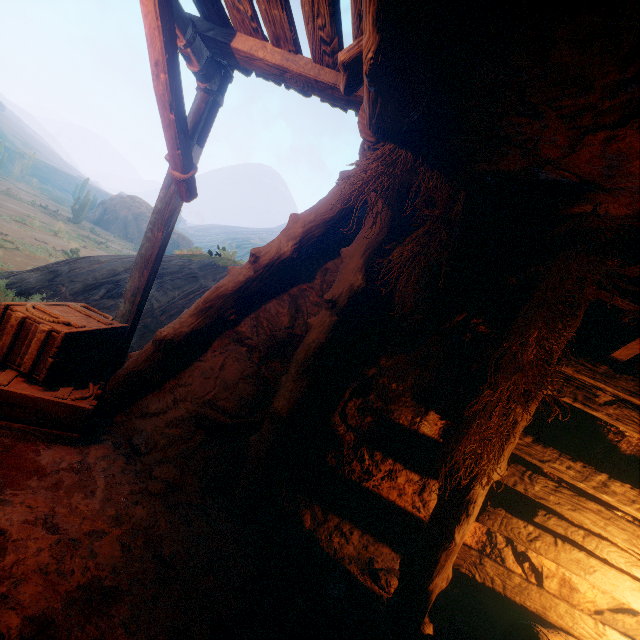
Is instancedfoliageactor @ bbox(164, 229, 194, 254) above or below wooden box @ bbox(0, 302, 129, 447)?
above

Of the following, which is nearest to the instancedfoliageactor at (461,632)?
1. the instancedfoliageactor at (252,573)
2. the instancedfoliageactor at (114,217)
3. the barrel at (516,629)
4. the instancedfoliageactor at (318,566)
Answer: the barrel at (516,629)

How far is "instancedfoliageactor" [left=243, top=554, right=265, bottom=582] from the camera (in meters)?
2.83

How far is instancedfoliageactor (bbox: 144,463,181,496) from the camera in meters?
3.2 m

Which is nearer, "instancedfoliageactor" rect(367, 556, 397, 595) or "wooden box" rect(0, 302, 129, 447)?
"wooden box" rect(0, 302, 129, 447)

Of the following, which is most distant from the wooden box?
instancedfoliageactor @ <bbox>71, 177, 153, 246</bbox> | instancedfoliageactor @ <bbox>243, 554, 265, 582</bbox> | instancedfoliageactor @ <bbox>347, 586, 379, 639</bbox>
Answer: instancedfoliageactor @ <bbox>71, 177, 153, 246</bbox>

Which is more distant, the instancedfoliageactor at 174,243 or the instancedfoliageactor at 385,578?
the instancedfoliageactor at 174,243

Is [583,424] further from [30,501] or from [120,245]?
[120,245]
